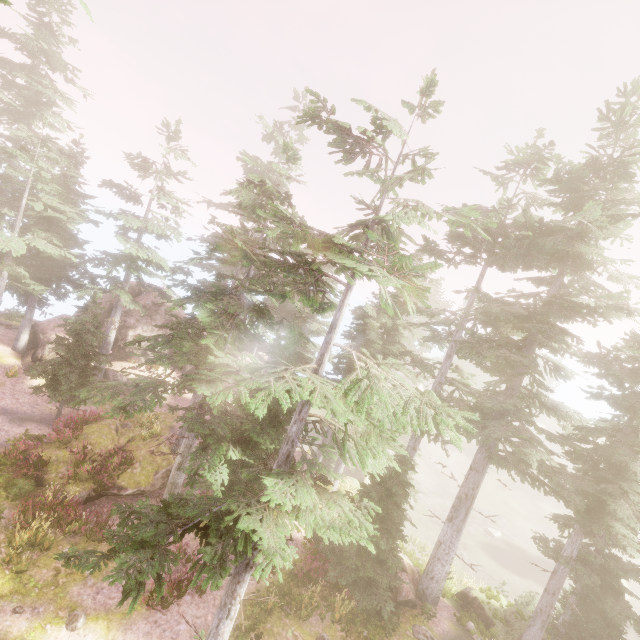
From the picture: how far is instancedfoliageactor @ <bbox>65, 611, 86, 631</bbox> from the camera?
10.3m

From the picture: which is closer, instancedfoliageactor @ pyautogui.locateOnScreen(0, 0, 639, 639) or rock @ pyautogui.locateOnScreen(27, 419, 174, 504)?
instancedfoliageactor @ pyautogui.locateOnScreen(0, 0, 639, 639)

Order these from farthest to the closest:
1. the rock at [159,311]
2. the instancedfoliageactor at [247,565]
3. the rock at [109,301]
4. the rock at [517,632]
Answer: the rock at [109,301] < the rock at [159,311] < the rock at [517,632] < the instancedfoliageactor at [247,565]

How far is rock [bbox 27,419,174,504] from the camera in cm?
1454

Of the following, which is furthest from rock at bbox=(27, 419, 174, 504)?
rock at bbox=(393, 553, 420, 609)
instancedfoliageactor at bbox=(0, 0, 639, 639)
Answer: rock at bbox=(393, 553, 420, 609)

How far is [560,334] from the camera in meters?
12.6

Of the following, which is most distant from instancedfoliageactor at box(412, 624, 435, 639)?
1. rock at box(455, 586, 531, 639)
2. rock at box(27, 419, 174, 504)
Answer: rock at box(27, 419, 174, 504)

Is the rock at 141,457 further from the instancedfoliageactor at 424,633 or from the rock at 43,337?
the rock at 43,337
